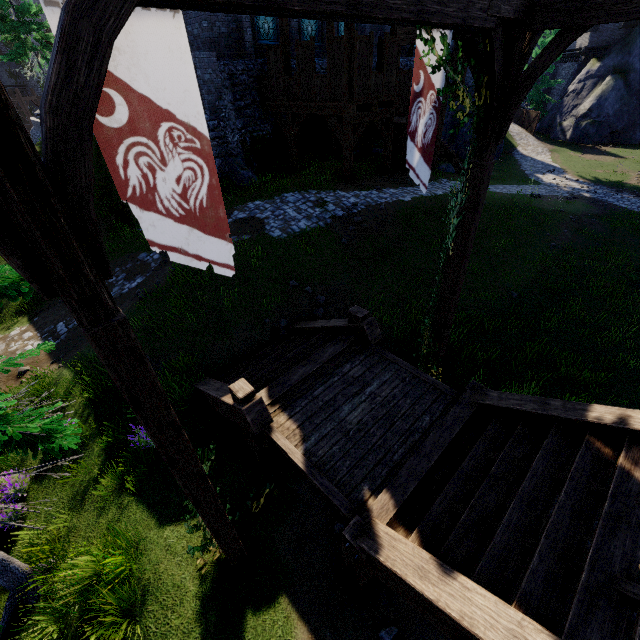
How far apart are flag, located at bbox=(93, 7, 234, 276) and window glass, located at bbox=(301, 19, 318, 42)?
20.5 meters

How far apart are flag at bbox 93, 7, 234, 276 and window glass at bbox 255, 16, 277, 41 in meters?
18.6

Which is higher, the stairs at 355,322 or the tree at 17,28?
the tree at 17,28

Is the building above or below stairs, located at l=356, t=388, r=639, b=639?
above

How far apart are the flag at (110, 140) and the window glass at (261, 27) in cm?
1855

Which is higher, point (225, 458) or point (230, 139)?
point (230, 139)

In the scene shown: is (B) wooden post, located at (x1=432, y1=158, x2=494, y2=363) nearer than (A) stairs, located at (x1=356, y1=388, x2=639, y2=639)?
No

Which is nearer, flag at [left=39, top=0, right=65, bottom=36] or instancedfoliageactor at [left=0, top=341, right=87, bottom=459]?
flag at [left=39, top=0, right=65, bottom=36]
